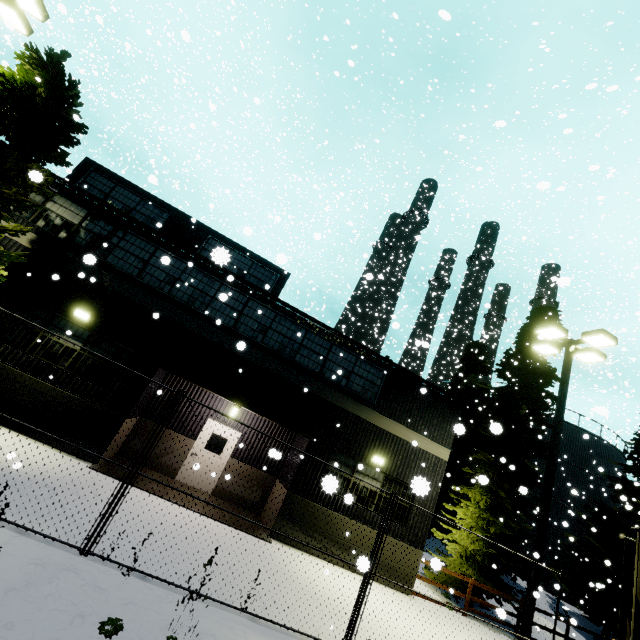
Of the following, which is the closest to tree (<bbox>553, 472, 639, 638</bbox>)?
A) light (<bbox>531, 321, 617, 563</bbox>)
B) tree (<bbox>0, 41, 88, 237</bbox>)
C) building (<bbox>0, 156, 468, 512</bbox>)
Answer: building (<bbox>0, 156, 468, 512</bbox>)

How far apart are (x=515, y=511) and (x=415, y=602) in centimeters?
2049cm

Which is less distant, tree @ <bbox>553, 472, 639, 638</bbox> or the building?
the building

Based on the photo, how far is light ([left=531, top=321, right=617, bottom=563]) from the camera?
8.98m

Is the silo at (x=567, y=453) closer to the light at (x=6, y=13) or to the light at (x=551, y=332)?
the light at (x=551, y=332)

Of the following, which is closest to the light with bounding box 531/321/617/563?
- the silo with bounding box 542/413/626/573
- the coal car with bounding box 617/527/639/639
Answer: the coal car with bounding box 617/527/639/639

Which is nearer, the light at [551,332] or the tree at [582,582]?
the light at [551,332]

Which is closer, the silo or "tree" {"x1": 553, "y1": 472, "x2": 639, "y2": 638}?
"tree" {"x1": 553, "y1": 472, "x2": 639, "y2": 638}
